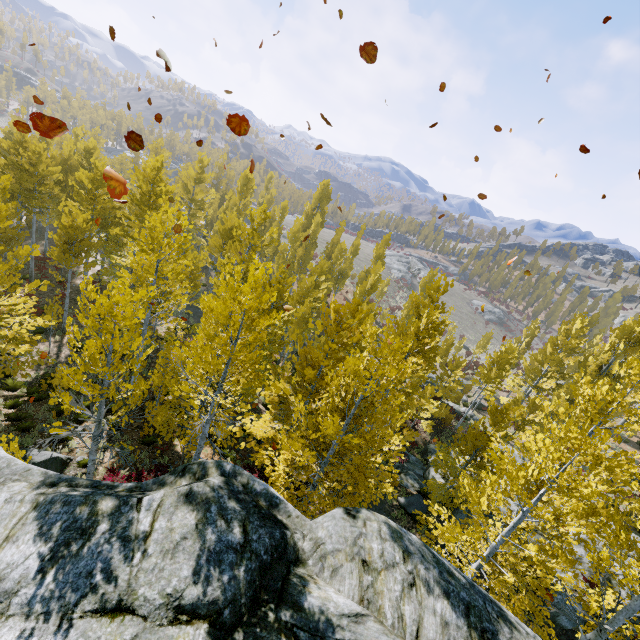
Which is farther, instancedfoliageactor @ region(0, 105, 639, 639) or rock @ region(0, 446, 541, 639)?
instancedfoliageactor @ region(0, 105, 639, 639)

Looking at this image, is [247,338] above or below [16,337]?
above

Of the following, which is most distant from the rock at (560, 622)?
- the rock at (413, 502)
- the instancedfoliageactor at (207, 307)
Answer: the rock at (413, 502)

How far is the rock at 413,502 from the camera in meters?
15.9

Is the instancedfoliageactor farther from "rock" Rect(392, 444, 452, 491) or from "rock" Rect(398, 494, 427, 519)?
"rock" Rect(398, 494, 427, 519)

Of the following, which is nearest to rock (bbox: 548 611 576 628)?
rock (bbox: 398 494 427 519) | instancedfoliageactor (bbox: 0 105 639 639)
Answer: instancedfoliageactor (bbox: 0 105 639 639)
